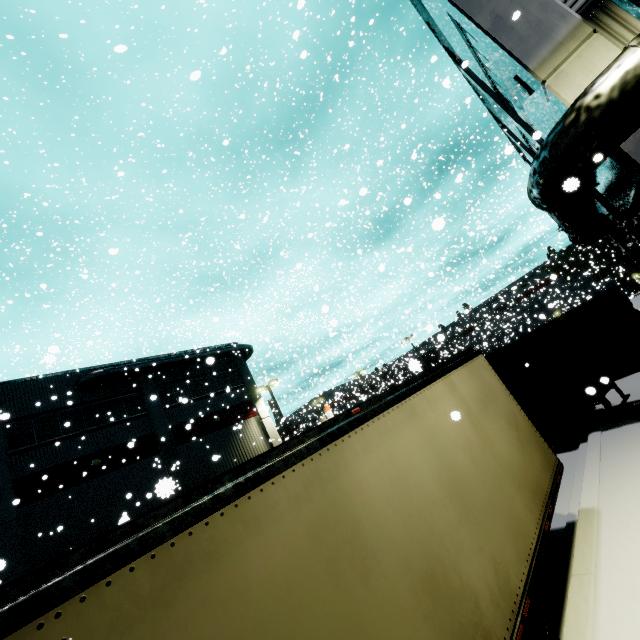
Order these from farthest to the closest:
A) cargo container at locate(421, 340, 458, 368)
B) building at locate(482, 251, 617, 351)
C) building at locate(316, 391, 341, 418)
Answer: cargo container at locate(421, 340, 458, 368), building at locate(482, 251, 617, 351), building at locate(316, 391, 341, 418)

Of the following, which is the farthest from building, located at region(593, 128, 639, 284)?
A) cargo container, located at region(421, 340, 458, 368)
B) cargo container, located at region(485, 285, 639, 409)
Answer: cargo container, located at region(421, 340, 458, 368)

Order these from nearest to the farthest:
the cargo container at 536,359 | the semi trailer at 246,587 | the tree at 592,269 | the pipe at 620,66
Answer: the semi trailer at 246,587
the pipe at 620,66
the cargo container at 536,359
the tree at 592,269

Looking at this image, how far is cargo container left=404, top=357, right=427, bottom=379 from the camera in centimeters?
→ 217cm

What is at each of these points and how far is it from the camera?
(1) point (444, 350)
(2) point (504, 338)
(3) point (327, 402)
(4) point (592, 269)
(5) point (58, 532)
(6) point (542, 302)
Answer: (1) cargo container, 43.2 meters
(2) roll-up door, 58.5 meters
(3) building, 39.9 meters
(4) tree, 49.2 meters
(5) building, 16.5 meters
(6) building, 53.9 meters

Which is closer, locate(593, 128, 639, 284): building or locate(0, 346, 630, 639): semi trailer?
locate(0, 346, 630, 639): semi trailer

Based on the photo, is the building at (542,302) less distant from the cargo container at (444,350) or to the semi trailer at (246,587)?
the semi trailer at (246,587)

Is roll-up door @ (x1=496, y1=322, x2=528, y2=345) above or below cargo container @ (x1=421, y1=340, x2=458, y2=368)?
below
